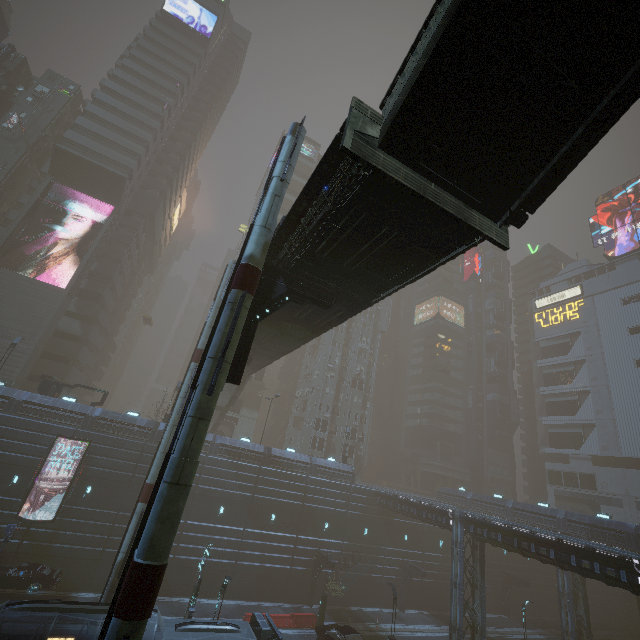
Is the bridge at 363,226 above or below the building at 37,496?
above

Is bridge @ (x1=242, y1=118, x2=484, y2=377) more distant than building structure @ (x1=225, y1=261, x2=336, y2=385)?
No

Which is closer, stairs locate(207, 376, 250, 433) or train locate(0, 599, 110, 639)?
train locate(0, 599, 110, 639)

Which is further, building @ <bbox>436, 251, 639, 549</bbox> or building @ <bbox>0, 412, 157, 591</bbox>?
building @ <bbox>436, 251, 639, 549</bbox>

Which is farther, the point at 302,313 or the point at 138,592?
the point at 302,313

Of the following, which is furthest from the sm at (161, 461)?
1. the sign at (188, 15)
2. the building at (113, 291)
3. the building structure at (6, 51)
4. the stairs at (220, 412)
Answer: the sign at (188, 15)

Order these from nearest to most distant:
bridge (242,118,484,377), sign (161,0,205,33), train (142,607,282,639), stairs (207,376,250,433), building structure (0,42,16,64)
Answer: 1. bridge (242,118,484,377)
2. train (142,607,282,639)
3. stairs (207,376,250,433)
4. building structure (0,42,16,64)
5. sign (161,0,205,33)

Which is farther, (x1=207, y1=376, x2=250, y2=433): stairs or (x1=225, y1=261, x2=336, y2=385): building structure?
(x1=207, y1=376, x2=250, y2=433): stairs
